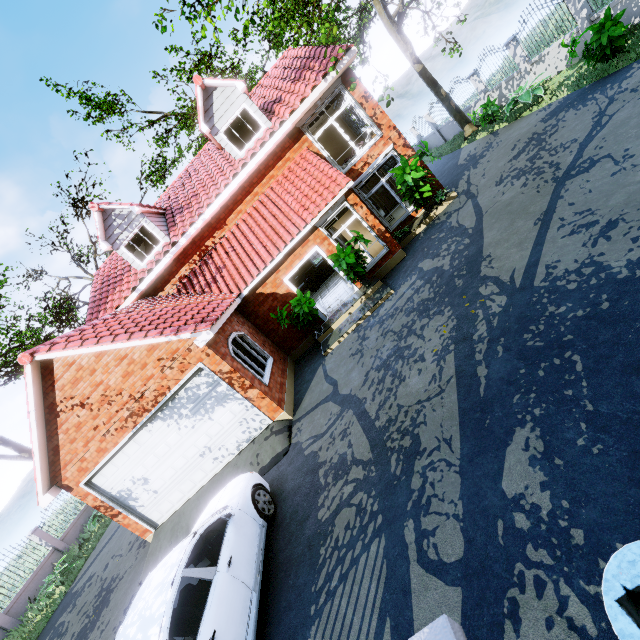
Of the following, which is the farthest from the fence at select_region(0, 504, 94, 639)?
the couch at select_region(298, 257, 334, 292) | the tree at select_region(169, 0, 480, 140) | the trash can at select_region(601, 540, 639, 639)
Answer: the couch at select_region(298, 257, 334, 292)

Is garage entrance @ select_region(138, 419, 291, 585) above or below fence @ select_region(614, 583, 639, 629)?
below

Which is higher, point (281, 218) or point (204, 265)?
point (204, 265)

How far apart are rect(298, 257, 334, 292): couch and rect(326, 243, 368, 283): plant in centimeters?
623cm

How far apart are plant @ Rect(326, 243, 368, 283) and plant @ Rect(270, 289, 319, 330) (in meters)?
1.11

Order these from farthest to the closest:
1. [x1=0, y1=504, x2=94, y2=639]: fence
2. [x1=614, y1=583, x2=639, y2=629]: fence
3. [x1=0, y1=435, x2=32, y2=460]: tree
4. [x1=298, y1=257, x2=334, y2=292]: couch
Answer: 1. [x1=298, y1=257, x2=334, y2=292]: couch
2. [x1=0, y1=435, x2=32, y2=460]: tree
3. [x1=0, y1=504, x2=94, y2=639]: fence
4. [x1=614, y1=583, x2=639, y2=629]: fence

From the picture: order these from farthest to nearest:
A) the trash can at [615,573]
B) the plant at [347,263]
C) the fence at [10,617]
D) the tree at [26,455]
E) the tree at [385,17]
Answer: the tree at [26,455] → the fence at [10,617] → the plant at [347,263] → the tree at [385,17] → the trash can at [615,573]

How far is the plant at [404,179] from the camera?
11.21m
